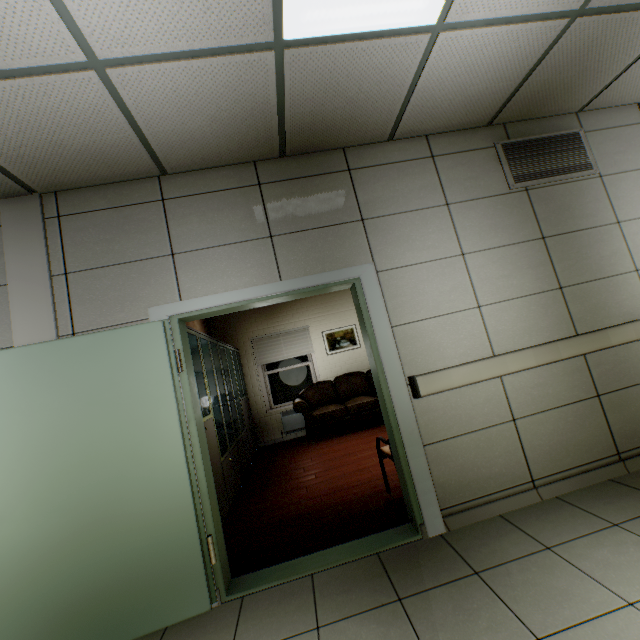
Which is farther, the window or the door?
the window

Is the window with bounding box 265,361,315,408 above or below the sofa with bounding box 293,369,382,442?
above

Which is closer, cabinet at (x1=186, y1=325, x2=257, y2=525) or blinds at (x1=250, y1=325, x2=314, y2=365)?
cabinet at (x1=186, y1=325, x2=257, y2=525)

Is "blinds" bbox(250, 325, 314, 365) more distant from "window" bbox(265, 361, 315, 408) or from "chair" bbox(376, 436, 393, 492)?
"chair" bbox(376, 436, 393, 492)

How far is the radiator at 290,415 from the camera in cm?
713

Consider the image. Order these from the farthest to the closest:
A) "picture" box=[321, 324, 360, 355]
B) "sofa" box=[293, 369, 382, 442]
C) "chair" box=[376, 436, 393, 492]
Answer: "picture" box=[321, 324, 360, 355], "sofa" box=[293, 369, 382, 442], "chair" box=[376, 436, 393, 492]

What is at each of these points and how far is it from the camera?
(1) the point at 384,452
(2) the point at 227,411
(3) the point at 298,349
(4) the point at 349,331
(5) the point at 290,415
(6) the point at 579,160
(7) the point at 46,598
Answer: (1) chair, 3.3 meters
(2) cabinet, 4.7 meters
(3) blinds, 7.5 meters
(4) picture, 7.7 meters
(5) radiator, 7.2 meters
(6) ventilation grill, 3.1 meters
(7) door, 2.0 meters

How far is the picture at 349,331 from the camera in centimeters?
763cm
